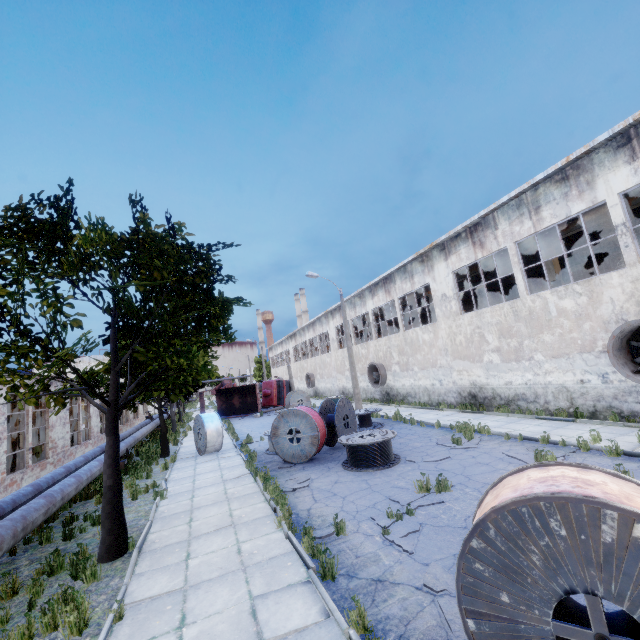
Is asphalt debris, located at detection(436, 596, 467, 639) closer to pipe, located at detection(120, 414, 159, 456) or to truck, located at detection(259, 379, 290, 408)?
pipe, located at detection(120, 414, 159, 456)

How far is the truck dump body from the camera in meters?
33.3 m

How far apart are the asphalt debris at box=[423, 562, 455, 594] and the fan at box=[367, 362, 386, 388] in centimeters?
2100cm

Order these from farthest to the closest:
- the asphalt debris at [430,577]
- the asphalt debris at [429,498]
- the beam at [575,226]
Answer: the beam at [575,226], the asphalt debris at [429,498], the asphalt debris at [430,577]

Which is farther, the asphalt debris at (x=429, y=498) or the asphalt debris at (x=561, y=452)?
the asphalt debris at (x=561, y=452)

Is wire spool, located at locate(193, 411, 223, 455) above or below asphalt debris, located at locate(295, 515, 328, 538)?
Answer: above

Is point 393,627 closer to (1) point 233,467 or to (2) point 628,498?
(2) point 628,498

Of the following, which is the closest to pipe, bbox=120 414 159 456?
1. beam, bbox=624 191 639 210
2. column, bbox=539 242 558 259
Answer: column, bbox=539 242 558 259
